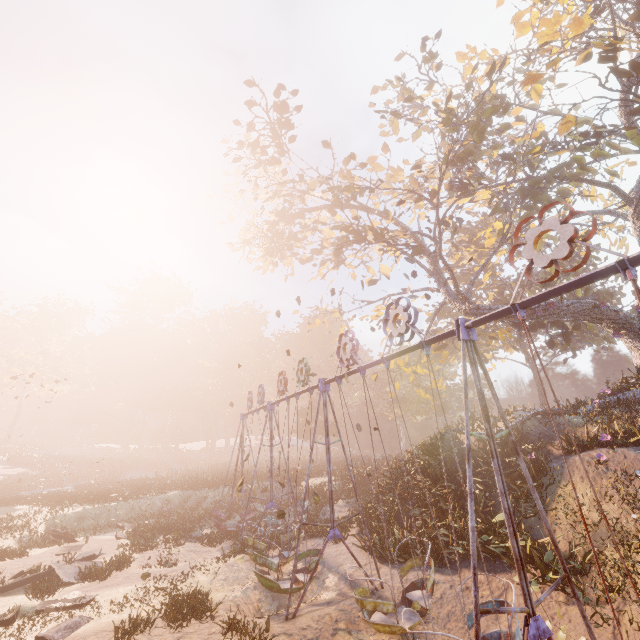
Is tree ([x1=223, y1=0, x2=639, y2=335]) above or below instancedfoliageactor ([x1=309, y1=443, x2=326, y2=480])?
above

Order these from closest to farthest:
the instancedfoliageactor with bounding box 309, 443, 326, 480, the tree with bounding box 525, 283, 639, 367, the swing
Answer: the swing → the tree with bounding box 525, 283, 639, 367 → the instancedfoliageactor with bounding box 309, 443, 326, 480

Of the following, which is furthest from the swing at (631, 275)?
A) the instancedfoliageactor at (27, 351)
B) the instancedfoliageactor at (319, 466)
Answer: the instancedfoliageactor at (27, 351)

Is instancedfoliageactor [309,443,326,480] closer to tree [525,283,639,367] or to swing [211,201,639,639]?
swing [211,201,639,639]

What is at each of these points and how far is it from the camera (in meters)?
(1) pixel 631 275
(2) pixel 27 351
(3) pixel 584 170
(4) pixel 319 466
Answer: (1) swing, 3.85
(2) instancedfoliageactor, 51.75
(3) tree, 12.60
(4) instancedfoliageactor, 35.25

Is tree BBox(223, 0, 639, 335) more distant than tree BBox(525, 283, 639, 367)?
No

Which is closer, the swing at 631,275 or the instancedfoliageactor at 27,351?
the swing at 631,275

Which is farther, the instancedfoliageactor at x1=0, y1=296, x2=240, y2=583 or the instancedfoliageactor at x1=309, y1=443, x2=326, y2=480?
the instancedfoliageactor at x1=309, y1=443, x2=326, y2=480
